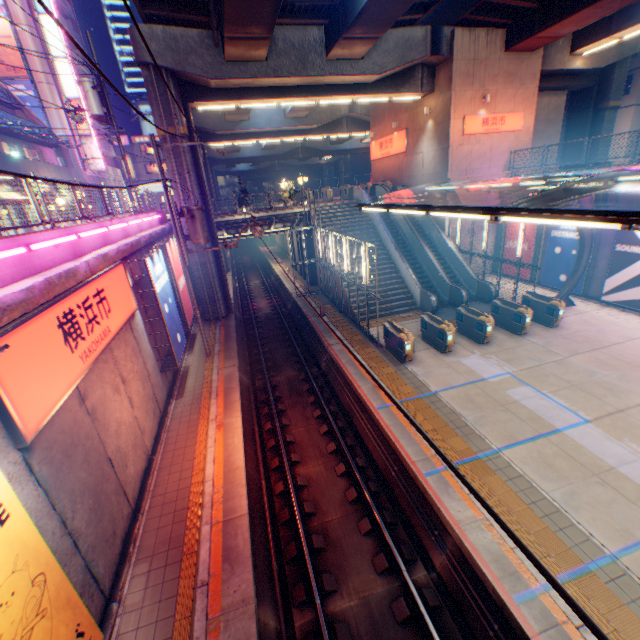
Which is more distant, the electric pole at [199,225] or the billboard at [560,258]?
the billboard at [560,258]

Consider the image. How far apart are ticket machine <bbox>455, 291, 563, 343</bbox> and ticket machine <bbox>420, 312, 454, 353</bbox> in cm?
352

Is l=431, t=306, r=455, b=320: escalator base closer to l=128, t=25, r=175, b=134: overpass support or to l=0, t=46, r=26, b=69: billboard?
l=128, t=25, r=175, b=134: overpass support

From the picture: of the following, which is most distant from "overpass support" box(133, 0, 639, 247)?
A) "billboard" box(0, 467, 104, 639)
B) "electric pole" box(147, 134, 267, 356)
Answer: "billboard" box(0, 467, 104, 639)

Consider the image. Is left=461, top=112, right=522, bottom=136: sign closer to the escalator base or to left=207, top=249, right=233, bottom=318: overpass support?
left=207, top=249, right=233, bottom=318: overpass support

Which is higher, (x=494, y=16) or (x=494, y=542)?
(x=494, y=16)

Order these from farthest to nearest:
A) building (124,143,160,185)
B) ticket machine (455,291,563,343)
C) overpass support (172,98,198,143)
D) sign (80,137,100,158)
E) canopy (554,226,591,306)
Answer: building (124,143,160,185) < sign (80,137,100,158) < overpass support (172,98,198,143) < canopy (554,226,591,306) < ticket machine (455,291,563,343)

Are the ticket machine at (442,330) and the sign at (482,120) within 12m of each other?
no
